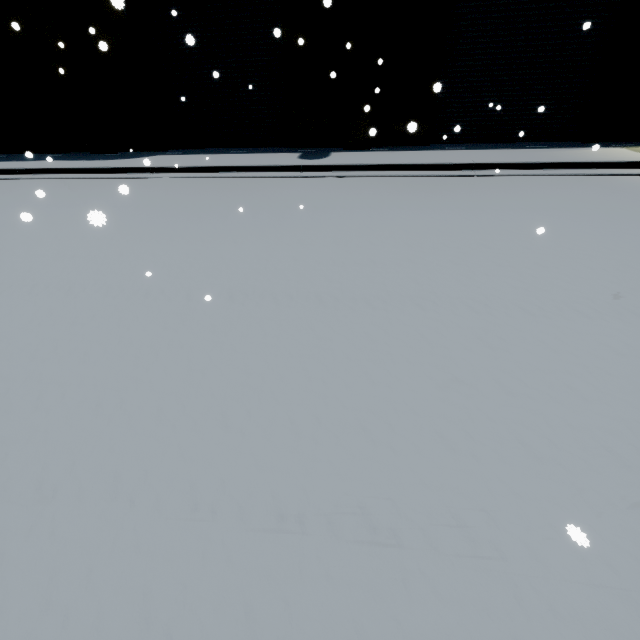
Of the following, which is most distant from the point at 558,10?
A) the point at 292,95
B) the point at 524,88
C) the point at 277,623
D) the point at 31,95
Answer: the point at 31,95

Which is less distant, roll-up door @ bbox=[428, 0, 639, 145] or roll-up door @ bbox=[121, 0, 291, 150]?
roll-up door @ bbox=[428, 0, 639, 145]

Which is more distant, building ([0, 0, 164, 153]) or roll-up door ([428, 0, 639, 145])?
building ([0, 0, 164, 153])

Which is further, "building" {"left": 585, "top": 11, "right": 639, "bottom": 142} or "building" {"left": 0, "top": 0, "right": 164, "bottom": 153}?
"building" {"left": 0, "top": 0, "right": 164, "bottom": 153}

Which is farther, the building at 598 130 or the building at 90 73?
the building at 90 73

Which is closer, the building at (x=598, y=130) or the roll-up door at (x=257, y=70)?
the building at (x=598, y=130)
